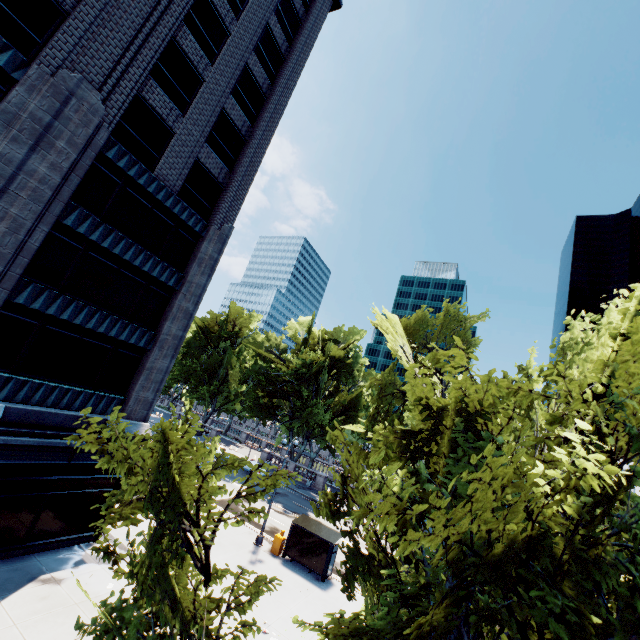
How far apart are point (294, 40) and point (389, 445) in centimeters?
3222cm

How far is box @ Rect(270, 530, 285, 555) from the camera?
21.8m

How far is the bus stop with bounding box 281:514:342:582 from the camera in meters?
20.8

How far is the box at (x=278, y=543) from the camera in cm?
2184

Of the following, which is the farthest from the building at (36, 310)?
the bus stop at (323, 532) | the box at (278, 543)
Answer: the bus stop at (323, 532)

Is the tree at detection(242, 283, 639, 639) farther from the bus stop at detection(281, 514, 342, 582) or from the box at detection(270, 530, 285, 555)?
the box at detection(270, 530, 285, 555)

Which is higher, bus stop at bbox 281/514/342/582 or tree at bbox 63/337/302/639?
tree at bbox 63/337/302/639

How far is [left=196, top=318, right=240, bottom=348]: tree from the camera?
57.6 meters
